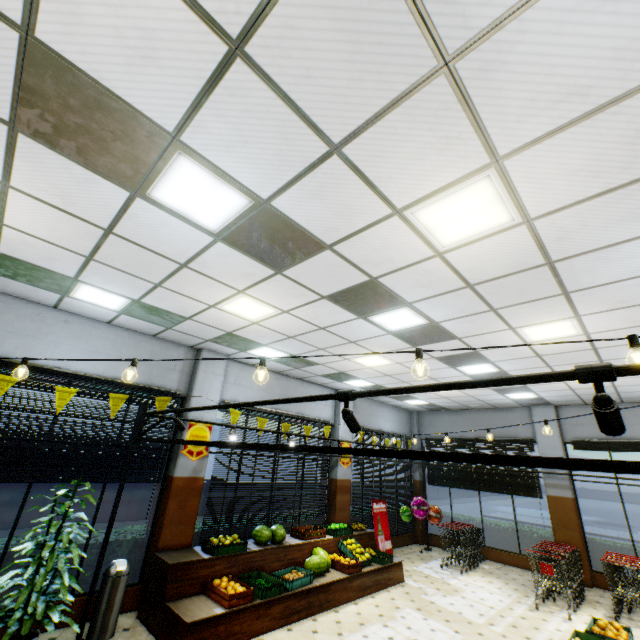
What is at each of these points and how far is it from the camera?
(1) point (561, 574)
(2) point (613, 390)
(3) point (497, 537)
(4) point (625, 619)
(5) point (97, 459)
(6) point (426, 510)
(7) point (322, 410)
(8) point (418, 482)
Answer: (1) shopping cart, 8.07m
(2) building, 8.53m
(3) hedge, 11.08m
(4) building, 7.09m
(5) curtain, 5.82m
(6) foil balloon, 11.62m
(7) building, 10.41m
(8) building, 13.10m

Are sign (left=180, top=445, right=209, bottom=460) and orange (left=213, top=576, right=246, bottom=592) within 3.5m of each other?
yes

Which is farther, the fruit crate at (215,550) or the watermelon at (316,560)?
the watermelon at (316,560)

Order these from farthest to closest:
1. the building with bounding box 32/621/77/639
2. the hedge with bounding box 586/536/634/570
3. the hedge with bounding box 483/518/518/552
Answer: the hedge with bounding box 483/518/518/552
the hedge with bounding box 586/536/634/570
the building with bounding box 32/621/77/639

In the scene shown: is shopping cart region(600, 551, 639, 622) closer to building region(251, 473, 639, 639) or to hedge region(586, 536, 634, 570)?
building region(251, 473, 639, 639)

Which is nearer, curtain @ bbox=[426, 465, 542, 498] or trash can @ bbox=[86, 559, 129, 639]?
trash can @ bbox=[86, 559, 129, 639]

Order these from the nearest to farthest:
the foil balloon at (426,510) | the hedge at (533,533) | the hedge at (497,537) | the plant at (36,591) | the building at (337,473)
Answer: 1. the plant at (36,591)
2. the building at (337,473)
3. the hedge at (533,533)
4. the hedge at (497,537)
5. the foil balloon at (426,510)

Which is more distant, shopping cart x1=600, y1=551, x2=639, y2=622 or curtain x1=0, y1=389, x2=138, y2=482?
shopping cart x1=600, y1=551, x2=639, y2=622
